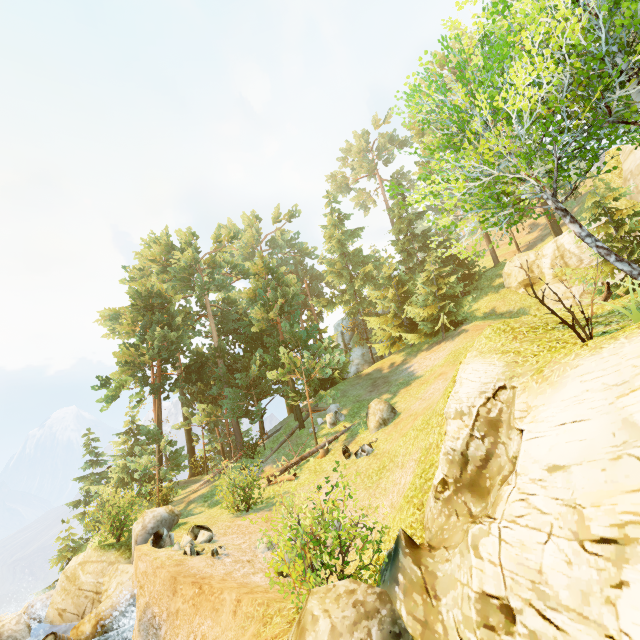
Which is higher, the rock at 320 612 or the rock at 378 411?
the rock at 378 411

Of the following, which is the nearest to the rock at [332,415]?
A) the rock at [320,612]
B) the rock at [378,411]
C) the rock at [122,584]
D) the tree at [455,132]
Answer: the tree at [455,132]

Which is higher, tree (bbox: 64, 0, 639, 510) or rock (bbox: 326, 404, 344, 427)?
tree (bbox: 64, 0, 639, 510)

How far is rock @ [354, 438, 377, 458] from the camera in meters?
15.6

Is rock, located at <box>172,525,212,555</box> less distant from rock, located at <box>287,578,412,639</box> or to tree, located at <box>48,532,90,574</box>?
rock, located at <box>287,578,412,639</box>

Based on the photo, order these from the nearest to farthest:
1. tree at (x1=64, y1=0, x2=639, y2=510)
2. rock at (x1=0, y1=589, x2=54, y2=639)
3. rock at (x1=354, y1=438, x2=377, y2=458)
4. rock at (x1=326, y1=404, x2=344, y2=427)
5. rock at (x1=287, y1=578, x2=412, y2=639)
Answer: rock at (x1=287, y1=578, x2=412, y2=639)
tree at (x1=64, y1=0, x2=639, y2=510)
rock at (x1=0, y1=589, x2=54, y2=639)
rock at (x1=354, y1=438, x2=377, y2=458)
rock at (x1=326, y1=404, x2=344, y2=427)

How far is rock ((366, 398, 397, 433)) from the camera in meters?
17.3 m

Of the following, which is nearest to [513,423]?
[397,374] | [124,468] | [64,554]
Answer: [397,374]
